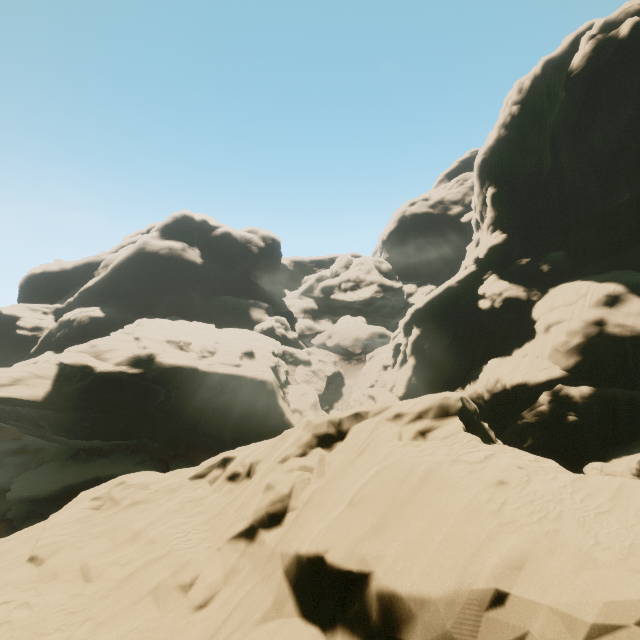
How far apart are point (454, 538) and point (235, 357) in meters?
38.3 m
